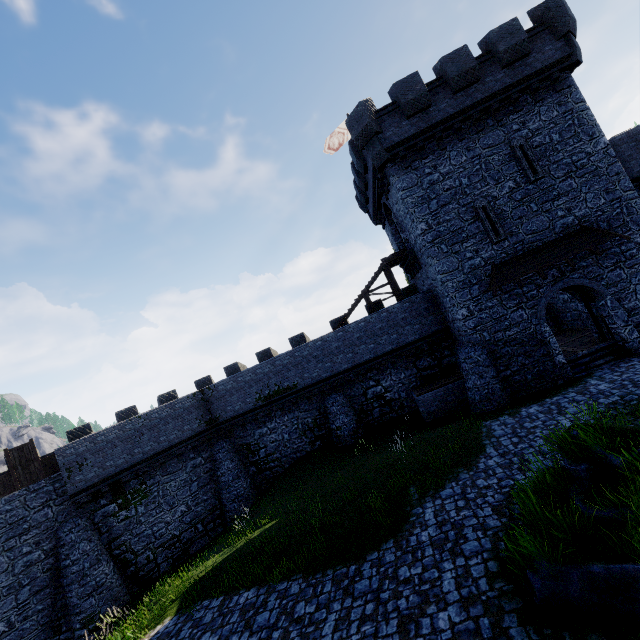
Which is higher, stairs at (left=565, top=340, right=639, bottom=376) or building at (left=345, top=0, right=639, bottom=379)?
building at (left=345, top=0, right=639, bottom=379)

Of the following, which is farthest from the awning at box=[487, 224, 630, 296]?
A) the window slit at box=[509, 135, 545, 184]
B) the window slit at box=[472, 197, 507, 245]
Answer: the window slit at box=[509, 135, 545, 184]

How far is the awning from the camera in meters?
15.0

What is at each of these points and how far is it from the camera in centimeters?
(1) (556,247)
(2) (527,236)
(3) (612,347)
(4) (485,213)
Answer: (1) awning, 1555cm
(2) building, 1600cm
(3) stairs, 1570cm
(4) window slit, 1630cm

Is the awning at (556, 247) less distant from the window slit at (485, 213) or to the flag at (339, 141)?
the window slit at (485, 213)

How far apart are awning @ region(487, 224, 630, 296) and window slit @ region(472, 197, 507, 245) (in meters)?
0.63

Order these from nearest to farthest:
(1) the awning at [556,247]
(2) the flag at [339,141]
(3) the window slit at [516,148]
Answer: (1) the awning at [556,247] → (3) the window slit at [516,148] → (2) the flag at [339,141]

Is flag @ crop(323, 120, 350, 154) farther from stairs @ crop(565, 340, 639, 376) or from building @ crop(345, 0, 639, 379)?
stairs @ crop(565, 340, 639, 376)
